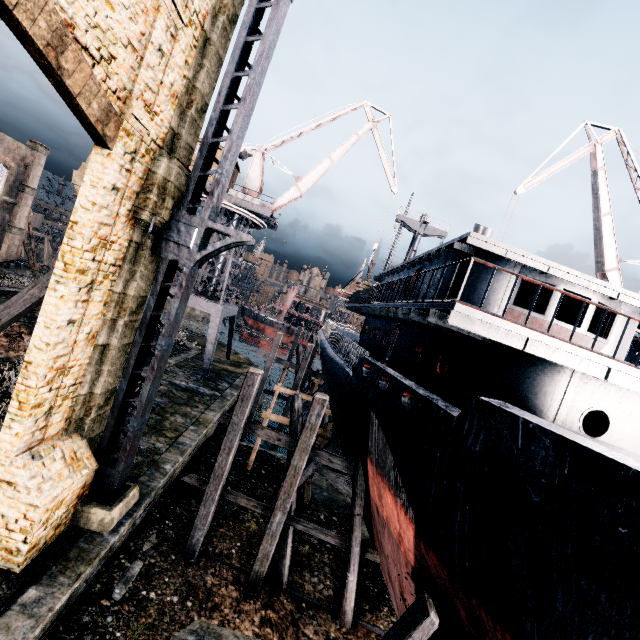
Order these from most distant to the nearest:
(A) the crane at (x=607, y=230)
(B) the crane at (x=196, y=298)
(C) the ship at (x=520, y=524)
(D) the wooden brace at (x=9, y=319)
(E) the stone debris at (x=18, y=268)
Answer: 1. (E) the stone debris at (x=18, y=268)
2. (B) the crane at (x=196, y=298)
3. (A) the crane at (x=607, y=230)
4. (D) the wooden brace at (x=9, y=319)
5. (C) the ship at (x=520, y=524)

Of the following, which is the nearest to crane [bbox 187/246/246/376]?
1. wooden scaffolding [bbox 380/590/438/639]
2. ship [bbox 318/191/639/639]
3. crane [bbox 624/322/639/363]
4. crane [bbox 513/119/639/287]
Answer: ship [bbox 318/191/639/639]

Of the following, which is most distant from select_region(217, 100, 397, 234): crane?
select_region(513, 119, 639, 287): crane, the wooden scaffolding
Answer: the wooden scaffolding

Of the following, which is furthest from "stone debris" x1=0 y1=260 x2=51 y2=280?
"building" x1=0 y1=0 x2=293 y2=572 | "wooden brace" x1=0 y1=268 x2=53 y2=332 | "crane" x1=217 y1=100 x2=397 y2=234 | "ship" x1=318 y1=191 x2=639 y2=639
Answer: "building" x1=0 y1=0 x2=293 y2=572

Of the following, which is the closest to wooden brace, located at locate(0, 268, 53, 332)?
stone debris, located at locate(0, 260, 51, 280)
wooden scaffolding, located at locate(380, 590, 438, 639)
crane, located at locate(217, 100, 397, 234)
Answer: wooden scaffolding, located at locate(380, 590, 438, 639)

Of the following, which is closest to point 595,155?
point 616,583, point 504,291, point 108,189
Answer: point 504,291

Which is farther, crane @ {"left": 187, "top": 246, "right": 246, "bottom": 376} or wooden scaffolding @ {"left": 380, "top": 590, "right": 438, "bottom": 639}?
crane @ {"left": 187, "top": 246, "right": 246, "bottom": 376}

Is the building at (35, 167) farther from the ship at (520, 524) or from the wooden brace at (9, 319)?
the wooden brace at (9, 319)
